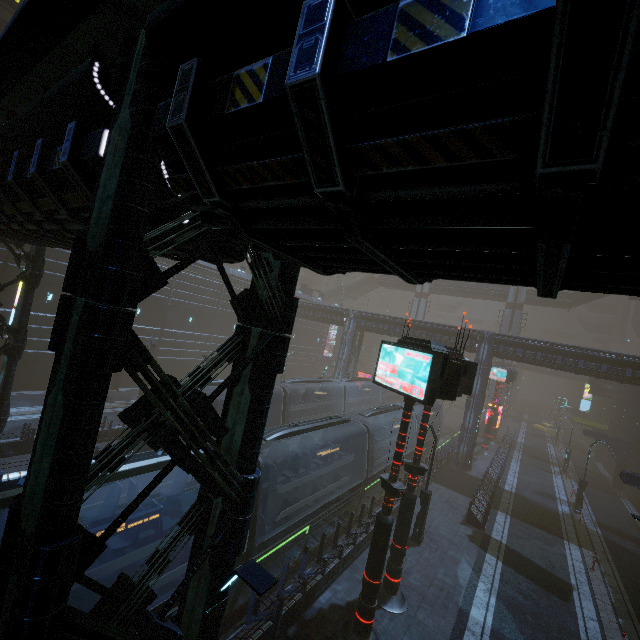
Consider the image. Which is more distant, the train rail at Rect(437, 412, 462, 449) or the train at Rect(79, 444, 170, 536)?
the train rail at Rect(437, 412, 462, 449)

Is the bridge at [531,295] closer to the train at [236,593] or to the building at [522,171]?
the building at [522,171]

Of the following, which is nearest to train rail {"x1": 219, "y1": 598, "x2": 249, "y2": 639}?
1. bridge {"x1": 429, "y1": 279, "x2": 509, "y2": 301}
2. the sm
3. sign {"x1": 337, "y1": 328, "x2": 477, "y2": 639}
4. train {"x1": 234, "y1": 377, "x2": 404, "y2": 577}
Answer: train {"x1": 234, "y1": 377, "x2": 404, "y2": 577}

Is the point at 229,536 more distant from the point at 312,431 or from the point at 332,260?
the point at 312,431

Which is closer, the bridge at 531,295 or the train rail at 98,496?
the train rail at 98,496

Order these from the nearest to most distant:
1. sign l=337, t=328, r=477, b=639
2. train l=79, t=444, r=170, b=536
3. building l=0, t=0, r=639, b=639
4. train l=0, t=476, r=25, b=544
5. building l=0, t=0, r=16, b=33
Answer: building l=0, t=0, r=639, b=639 → train l=0, t=476, r=25, b=544 → train l=79, t=444, r=170, b=536 → sign l=337, t=328, r=477, b=639 → building l=0, t=0, r=16, b=33

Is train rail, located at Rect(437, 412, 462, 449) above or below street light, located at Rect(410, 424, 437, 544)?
below

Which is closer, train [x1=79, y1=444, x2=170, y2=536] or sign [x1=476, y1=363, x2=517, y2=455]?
train [x1=79, y1=444, x2=170, y2=536]
